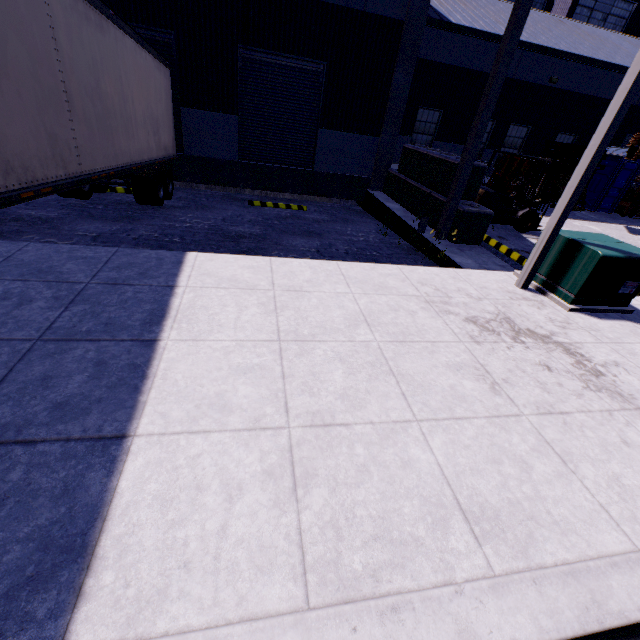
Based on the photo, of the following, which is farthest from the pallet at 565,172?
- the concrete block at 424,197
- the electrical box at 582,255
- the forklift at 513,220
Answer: the electrical box at 582,255

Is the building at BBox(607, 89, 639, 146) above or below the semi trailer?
above

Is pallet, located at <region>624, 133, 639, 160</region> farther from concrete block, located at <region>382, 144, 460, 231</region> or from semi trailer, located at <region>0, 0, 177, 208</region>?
concrete block, located at <region>382, 144, 460, 231</region>

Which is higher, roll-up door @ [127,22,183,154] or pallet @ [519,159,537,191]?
roll-up door @ [127,22,183,154]

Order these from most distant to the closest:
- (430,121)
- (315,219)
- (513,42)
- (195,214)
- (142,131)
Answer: (430,121) → (315,219) → (195,214) → (142,131) → (513,42)

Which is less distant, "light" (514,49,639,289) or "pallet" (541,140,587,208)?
"light" (514,49,639,289)

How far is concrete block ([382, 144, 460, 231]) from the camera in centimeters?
933cm

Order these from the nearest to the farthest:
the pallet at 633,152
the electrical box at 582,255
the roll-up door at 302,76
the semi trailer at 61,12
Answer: the semi trailer at 61,12 < the electrical box at 582,255 < the roll-up door at 302,76 < the pallet at 633,152
